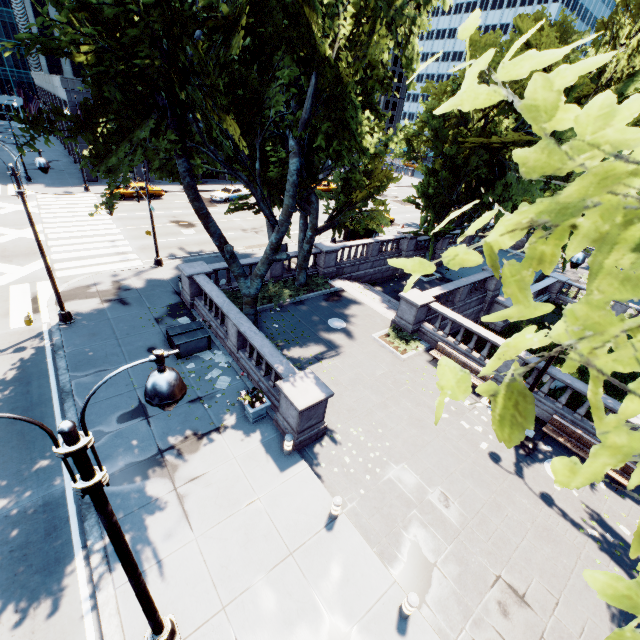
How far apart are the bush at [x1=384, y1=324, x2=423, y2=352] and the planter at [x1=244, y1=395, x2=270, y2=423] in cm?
773

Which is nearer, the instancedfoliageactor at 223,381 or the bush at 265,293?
the instancedfoliageactor at 223,381

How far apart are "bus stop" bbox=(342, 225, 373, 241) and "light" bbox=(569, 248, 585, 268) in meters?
19.9 m

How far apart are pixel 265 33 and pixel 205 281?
10.3 meters

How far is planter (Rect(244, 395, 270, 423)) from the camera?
11.4m

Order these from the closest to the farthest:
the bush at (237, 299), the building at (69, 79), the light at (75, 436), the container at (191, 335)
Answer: the light at (75, 436), the container at (191, 335), the bush at (237, 299), the building at (69, 79)

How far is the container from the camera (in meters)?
14.04

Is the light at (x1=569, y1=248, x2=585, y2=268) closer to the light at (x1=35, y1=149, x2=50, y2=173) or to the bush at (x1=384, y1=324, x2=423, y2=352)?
the bush at (x1=384, y1=324, x2=423, y2=352)
